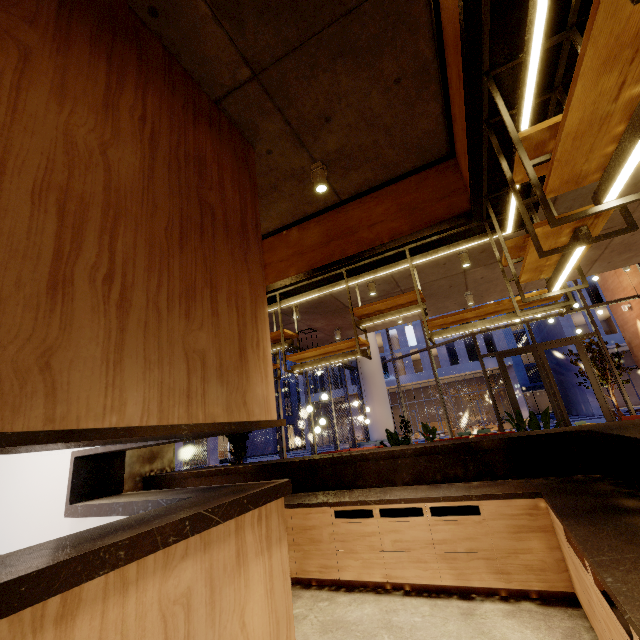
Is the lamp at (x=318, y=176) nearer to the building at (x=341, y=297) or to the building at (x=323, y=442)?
the building at (x=341, y=297)

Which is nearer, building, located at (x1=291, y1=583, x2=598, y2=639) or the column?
building, located at (x1=291, y1=583, x2=598, y2=639)

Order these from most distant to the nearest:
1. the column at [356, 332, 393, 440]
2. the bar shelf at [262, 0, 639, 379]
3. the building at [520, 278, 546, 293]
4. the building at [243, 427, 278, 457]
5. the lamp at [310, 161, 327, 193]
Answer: the building at [243, 427, 278, 457] → the column at [356, 332, 393, 440] → the building at [520, 278, 546, 293] → the lamp at [310, 161, 327, 193] → the bar shelf at [262, 0, 639, 379]

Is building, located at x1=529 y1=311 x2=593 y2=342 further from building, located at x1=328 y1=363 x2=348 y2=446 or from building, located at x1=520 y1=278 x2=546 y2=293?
building, located at x1=328 y1=363 x2=348 y2=446

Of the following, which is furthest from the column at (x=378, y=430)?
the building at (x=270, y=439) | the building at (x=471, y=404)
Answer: the building at (x=270, y=439)

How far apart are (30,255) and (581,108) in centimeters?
232cm

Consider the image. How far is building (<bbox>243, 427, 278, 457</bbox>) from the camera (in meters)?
44.53

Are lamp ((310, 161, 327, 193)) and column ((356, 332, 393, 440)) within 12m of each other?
no
